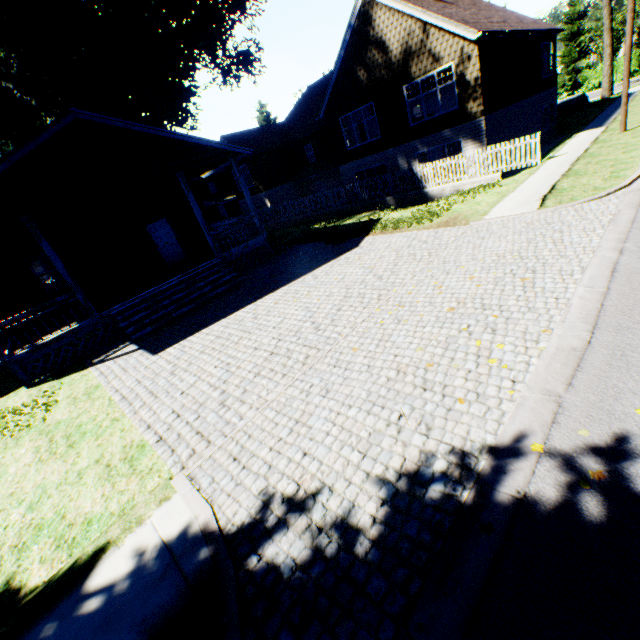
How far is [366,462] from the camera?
3.6 meters

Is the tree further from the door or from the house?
the door

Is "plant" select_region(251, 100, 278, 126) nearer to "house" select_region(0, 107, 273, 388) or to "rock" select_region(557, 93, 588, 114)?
"house" select_region(0, 107, 273, 388)

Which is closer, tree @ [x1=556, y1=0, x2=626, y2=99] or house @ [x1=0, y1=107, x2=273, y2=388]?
house @ [x1=0, y1=107, x2=273, y2=388]

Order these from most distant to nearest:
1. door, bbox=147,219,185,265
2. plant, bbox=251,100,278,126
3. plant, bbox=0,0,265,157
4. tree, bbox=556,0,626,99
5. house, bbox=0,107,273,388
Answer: plant, bbox=251,100,278,126
tree, bbox=556,0,626,99
plant, bbox=0,0,265,157
door, bbox=147,219,185,265
house, bbox=0,107,273,388

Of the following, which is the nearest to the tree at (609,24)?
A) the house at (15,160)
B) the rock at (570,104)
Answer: the rock at (570,104)

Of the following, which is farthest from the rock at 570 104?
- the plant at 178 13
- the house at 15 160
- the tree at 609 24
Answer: the house at 15 160

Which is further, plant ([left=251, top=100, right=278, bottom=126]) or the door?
plant ([left=251, top=100, right=278, bottom=126])
